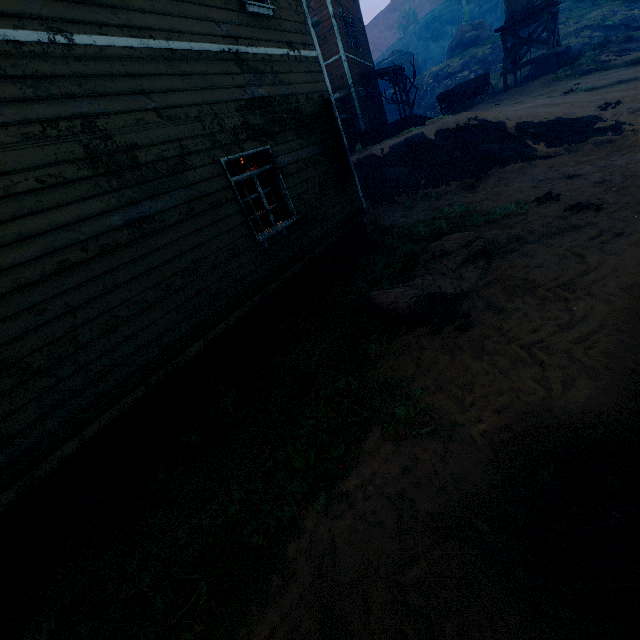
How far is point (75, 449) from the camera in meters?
3.7

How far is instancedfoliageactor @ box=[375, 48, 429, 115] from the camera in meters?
24.4

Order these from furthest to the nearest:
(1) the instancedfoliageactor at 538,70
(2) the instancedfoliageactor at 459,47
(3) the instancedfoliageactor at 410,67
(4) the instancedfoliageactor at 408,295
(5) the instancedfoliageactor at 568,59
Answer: (2) the instancedfoliageactor at 459,47, (3) the instancedfoliageactor at 410,67, (1) the instancedfoliageactor at 538,70, (5) the instancedfoliageactor at 568,59, (4) the instancedfoliageactor at 408,295

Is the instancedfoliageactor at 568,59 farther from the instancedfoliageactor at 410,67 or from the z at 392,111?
the instancedfoliageactor at 410,67

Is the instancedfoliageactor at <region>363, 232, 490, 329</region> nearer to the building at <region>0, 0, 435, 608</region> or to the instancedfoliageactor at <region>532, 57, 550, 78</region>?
the building at <region>0, 0, 435, 608</region>

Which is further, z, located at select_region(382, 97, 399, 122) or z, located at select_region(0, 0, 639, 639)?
z, located at select_region(382, 97, 399, 122)

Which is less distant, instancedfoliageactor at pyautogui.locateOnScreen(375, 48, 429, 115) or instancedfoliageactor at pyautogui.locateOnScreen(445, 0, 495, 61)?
instancedfoliageactor at pyautogui.locateOnScreen(375, 48, 429, 115)

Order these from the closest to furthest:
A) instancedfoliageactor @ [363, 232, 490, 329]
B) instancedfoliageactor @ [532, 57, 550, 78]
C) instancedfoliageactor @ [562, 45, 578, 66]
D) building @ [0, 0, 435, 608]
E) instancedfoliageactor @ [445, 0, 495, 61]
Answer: building @ [0, 0, 435, 608]
instancedfoliageactor @ [363, 232, 490, 329]
instancedfoliageactor @ [562, 45, 578, 66]
instancedfoliageactor @ [532, 57, 550, 78]
instancedfoliageactor @ [445, 0, 495, 61]
